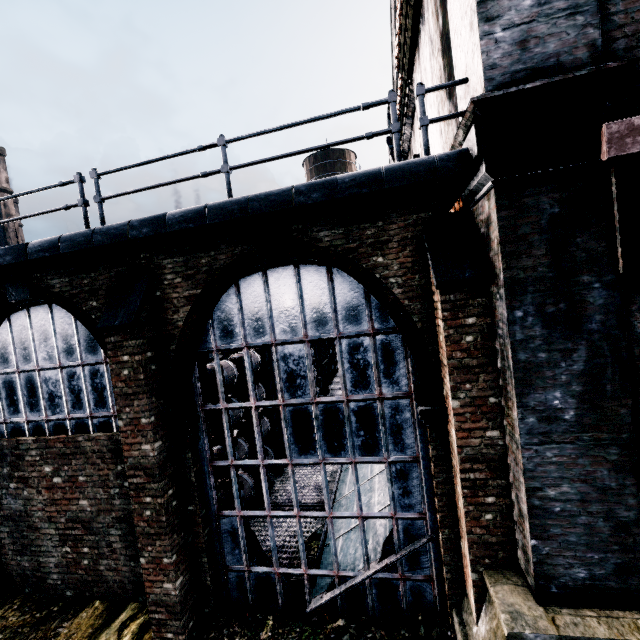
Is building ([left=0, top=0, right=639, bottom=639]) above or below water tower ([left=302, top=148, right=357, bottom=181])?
below

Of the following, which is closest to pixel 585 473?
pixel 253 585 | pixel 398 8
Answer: pixel 253 585

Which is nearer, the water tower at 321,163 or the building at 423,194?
the building at 423,194

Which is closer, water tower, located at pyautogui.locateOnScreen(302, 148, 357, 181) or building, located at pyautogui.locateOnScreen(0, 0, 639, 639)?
building, located at pyautogui.locateOnScreen(0, 0, 639, 639)

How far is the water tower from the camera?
39.4 meters

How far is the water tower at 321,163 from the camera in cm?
3938
